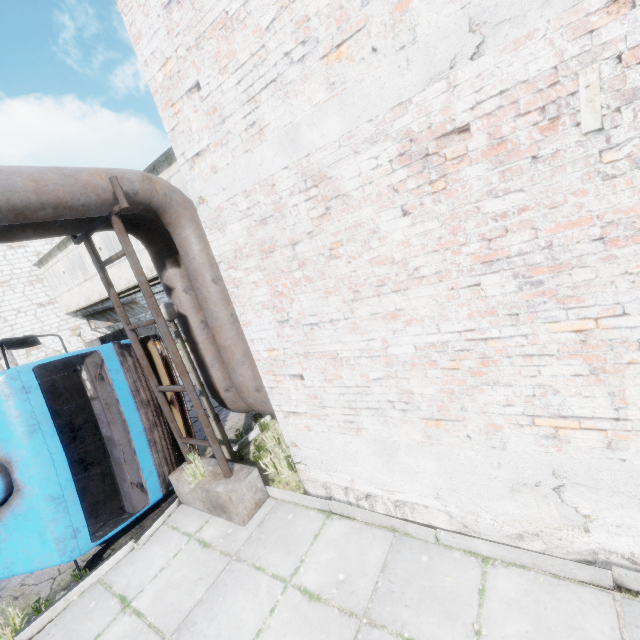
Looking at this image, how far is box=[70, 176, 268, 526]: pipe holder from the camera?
4.36m

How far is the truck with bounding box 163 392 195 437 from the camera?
6.56m

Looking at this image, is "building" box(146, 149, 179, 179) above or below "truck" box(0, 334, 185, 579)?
above

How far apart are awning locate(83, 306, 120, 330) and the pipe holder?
16.22m

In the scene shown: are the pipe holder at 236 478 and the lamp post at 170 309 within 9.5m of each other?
yes

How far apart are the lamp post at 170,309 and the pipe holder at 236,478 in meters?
0.2

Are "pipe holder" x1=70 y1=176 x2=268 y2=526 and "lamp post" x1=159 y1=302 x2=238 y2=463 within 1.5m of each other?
yes

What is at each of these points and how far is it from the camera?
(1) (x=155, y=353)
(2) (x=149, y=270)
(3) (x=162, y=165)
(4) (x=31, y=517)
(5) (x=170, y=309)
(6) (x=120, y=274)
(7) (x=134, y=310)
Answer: (1) truck, 6.5 meters
(2) building, 12.4 meters
(3) building, 9.9 meters
(4) truck, 4.3 meters
(5) lamp post, 5.2 meters
(6) building, 13.6 meters
(7) awning, 20.6 meters
